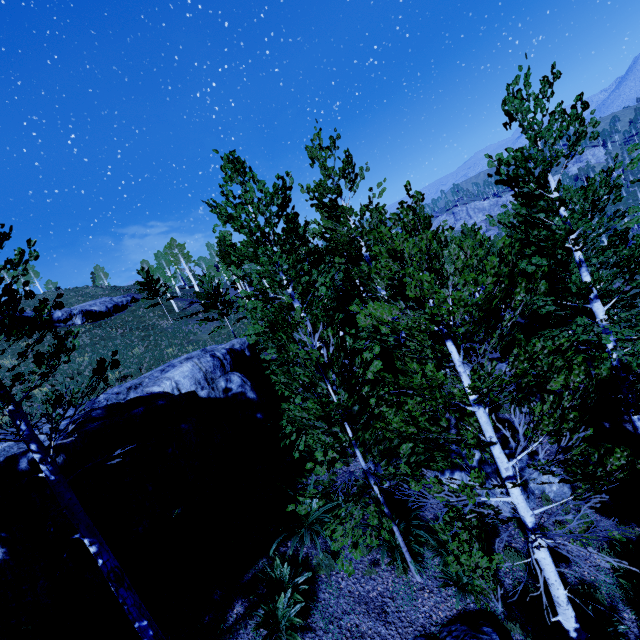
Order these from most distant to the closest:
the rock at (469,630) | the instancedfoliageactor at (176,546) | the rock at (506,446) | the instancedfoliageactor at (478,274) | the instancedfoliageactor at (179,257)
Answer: the instancedfoliageactor at (179,257) → the rock at (506,446) → the rock at (469,630) → the instancedfoliageactor at (176,546) → the instancedfoliageactor at (478,274)

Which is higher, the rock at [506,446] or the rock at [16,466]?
the rock at [16,466]

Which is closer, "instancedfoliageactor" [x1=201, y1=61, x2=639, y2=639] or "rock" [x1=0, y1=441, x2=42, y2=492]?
"instancedfoliageactor" [x1=201, y1=61, x2=639, y2=639]

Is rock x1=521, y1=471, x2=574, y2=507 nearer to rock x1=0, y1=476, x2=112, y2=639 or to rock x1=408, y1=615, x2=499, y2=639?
rock x1=408, y1=615, x2=499, y2=639

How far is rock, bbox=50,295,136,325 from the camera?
39.0 meters

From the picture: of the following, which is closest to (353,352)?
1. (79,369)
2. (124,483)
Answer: (124,483)

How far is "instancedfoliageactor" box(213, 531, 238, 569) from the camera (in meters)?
6.67

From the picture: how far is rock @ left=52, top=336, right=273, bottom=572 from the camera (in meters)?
6.85
